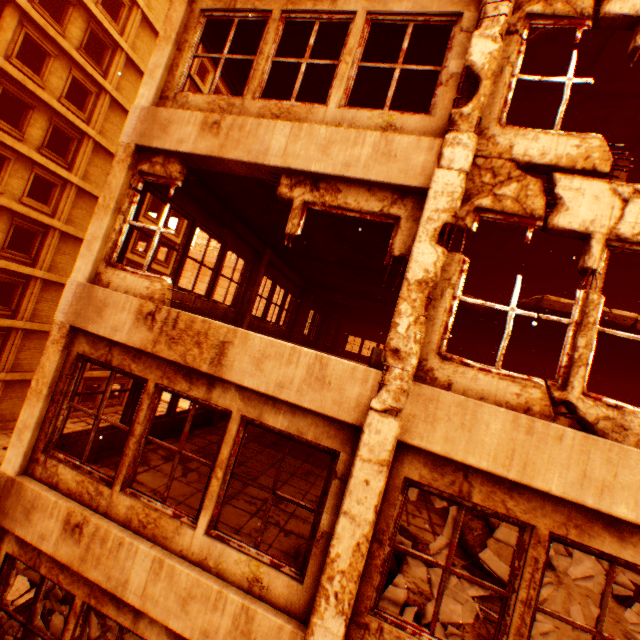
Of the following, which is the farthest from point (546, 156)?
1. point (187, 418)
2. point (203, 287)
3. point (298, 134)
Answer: point (203, 287)

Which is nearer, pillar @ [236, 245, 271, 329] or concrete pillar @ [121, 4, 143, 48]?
pillar @ [236, 245, 271, 329]

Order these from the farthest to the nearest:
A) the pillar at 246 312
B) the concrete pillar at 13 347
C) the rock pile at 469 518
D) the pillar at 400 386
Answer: the concrete pillar at 13 347 < the pillar at 246 312 < the rock pile at 469 518 < the pillar at 400 386

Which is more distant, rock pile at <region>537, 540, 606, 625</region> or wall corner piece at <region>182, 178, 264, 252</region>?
wall corner piece at <region>182, 178, 264, 252</region>

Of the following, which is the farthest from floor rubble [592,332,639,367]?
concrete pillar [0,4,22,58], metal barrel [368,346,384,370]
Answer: concrete pillar [0,4,22,58]

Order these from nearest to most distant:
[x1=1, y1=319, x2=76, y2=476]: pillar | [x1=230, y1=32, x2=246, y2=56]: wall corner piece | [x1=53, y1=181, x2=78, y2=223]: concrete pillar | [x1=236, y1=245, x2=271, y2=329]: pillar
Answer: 1. [x1=1, y1=319, x2=76, y2=476]: pillar
2. [x1=230, y1=32, x2=246, y2=56]: wall corner piece
3. [x1=236, y1=245, x2=271, y2=329]: pillar
4. [x1=53, y1=181, x2=78, y2=223]: concrete pillar

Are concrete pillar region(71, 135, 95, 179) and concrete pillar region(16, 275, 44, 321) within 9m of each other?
yes

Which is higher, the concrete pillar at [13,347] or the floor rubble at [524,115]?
the floor rubble at [524,115]
